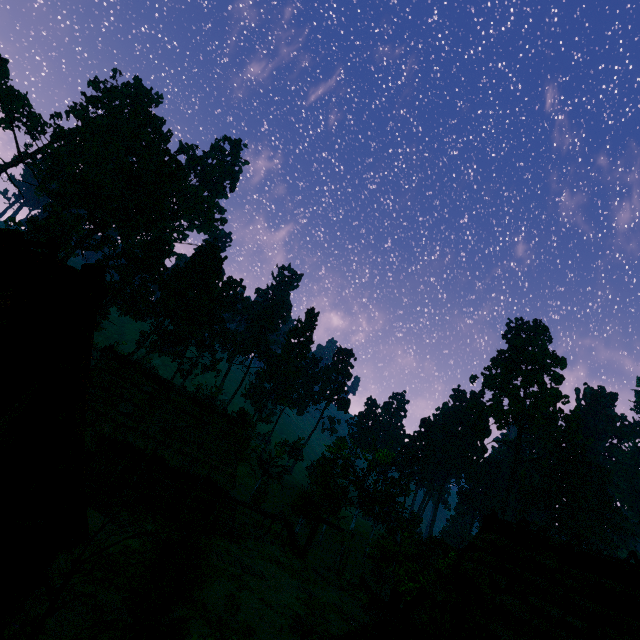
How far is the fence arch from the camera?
29.77m

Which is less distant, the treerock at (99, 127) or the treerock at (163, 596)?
the treerock at (163, 596)

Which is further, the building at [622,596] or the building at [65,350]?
the building at [622,596]

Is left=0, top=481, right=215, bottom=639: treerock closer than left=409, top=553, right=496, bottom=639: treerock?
Yes

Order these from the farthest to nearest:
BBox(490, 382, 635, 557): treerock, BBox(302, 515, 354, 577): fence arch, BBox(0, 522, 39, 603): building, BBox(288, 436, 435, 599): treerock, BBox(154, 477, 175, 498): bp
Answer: BBox(490, 382, 635, 557): treerock < BBox(302, 515, 354, 577): fence arch < BBox(288, 436, 435, 599): treerock < BBox(154, 477, 175, 498): bp < BBox(0, 522, 39, 603): building

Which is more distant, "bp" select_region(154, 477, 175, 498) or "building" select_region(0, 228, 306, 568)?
"bp" select_region(154, 477, 175, 498)

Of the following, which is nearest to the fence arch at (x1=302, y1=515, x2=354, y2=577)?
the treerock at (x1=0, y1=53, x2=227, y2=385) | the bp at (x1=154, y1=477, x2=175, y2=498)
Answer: the treerock at (x1=0, y1=53, x2=227, y2=385)

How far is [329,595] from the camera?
21.91m
